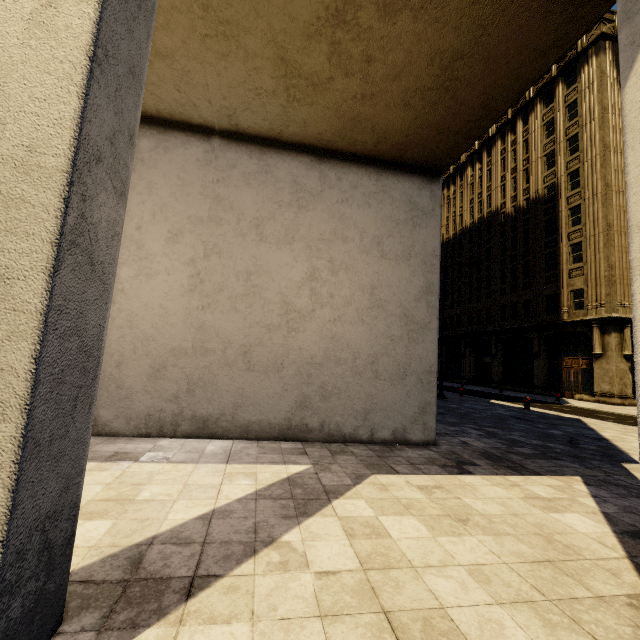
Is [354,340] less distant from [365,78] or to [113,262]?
[365,78]
